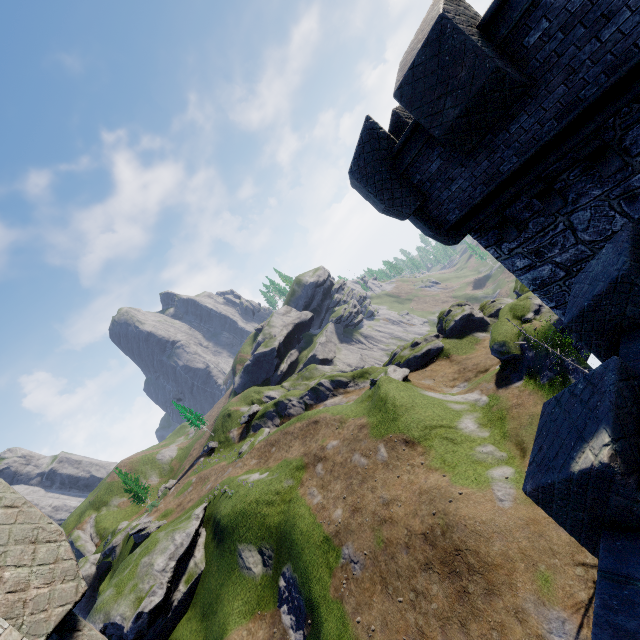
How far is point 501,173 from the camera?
6.3 meters

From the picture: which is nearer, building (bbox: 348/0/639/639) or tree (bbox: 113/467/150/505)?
building (bbox: 348/0/639/639)

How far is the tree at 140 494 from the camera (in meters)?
57.13

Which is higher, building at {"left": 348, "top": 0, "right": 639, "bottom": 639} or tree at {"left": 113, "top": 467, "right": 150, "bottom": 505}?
tree at {"left": 113, "top": 467, "right": 150, "bottom": 505}

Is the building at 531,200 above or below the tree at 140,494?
below

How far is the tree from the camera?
57.1m
